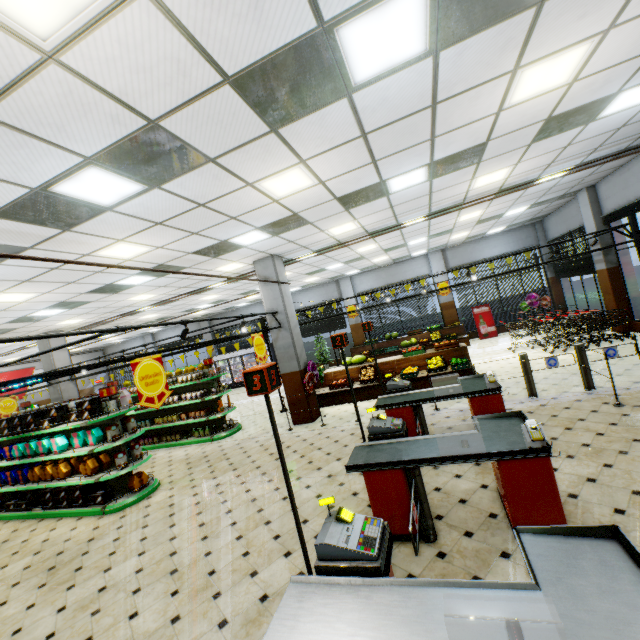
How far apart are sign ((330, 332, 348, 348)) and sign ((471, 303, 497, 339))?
13.8 meters

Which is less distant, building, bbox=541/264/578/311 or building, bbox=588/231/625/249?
building, bbox=588/231/625/249

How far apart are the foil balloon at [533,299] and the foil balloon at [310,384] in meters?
11.4 m

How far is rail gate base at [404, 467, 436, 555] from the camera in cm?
306

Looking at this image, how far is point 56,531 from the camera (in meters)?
6.34

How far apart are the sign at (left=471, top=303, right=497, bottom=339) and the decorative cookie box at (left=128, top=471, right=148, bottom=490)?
15.04m

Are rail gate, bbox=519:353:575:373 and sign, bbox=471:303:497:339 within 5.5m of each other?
no

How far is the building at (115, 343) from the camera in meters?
21.1
